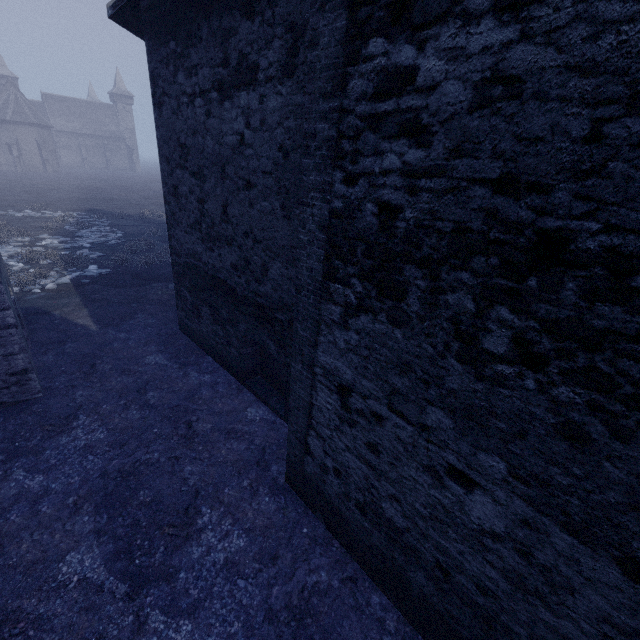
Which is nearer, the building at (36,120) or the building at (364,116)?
the building at (364,116)

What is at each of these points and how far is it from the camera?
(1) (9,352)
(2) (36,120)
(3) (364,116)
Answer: (1) building, 5.9 meters
(2) building, 51.2 meters
(3) building, 2.6 meters

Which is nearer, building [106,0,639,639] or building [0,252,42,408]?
building [106,0,639,639]

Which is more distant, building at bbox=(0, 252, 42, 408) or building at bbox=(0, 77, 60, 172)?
building at bbox=(0, 77, 60, 172)

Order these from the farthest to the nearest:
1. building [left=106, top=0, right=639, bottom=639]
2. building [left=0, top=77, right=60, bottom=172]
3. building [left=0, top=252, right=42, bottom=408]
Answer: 1. building [left=0, top=77, right=60, bottom=172]
2. building [left=0, top=252, right=42, bottom=408]
3. building [left=106, top=0, right=639, bottom=639]

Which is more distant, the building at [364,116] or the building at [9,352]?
the building at [9,352]
